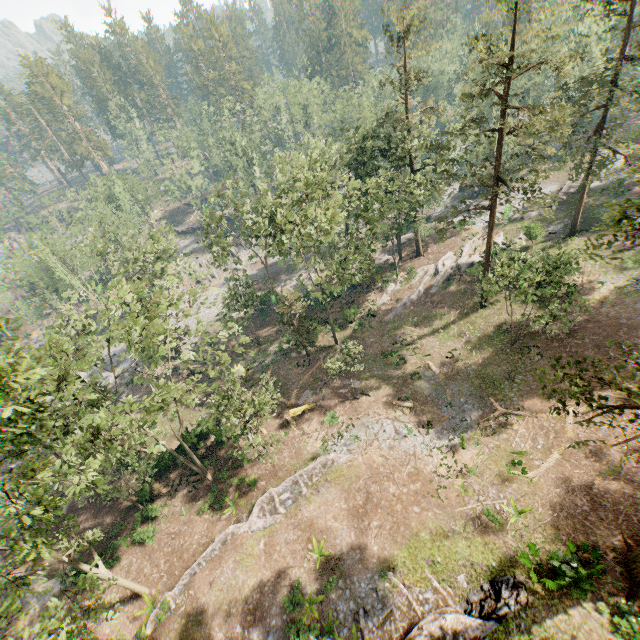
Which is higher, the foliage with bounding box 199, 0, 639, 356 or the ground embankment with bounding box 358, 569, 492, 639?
the foliage with bounding box 199, 0, 639, 356

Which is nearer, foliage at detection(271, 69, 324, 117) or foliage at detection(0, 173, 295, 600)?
foliage at detection(0, 173, 295, 600)

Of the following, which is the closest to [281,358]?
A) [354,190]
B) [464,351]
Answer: [464,351]

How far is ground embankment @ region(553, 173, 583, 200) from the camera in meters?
42.4

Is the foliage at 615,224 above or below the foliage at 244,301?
above

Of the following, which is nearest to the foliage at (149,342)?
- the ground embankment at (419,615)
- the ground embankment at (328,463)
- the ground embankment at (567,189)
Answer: the ground embankment at (567,189)

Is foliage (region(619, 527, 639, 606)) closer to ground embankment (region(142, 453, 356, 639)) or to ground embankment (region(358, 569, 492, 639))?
ground embankment (region(142, 453, 356, 639))

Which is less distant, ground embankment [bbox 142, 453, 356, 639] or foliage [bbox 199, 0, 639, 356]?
ground embankment [bbox 142, 453, 356, 639]
